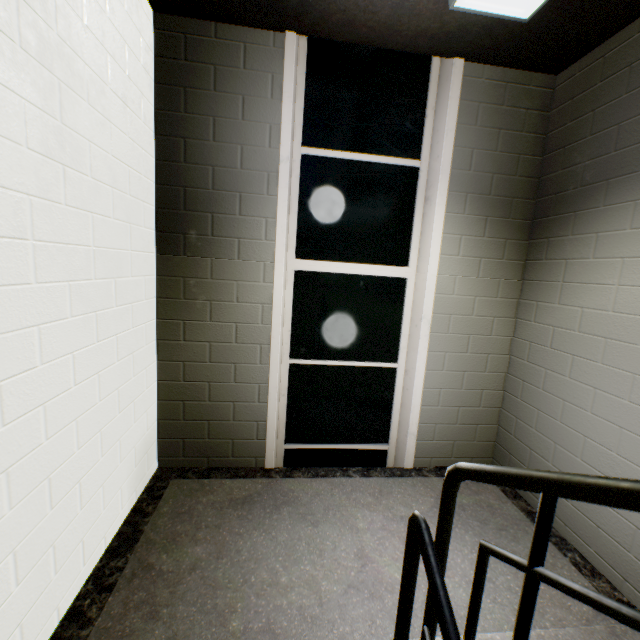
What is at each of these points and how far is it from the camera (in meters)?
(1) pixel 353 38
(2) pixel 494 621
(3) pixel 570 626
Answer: (1) stairs, 2.26
(2) stairs, 1.65
(3) stairs, 1.65

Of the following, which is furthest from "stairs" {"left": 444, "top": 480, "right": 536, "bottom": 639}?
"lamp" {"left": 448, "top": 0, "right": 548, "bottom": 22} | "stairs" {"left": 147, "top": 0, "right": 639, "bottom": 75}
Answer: "lamp" {"left": 448, "top": 0, "right": 548, "bottom": 22}

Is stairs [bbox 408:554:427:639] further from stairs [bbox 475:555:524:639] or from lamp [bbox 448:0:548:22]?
lamp [bbox 448:0:548:22]

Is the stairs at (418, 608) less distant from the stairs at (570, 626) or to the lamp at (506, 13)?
the stairs at (570, 626)
